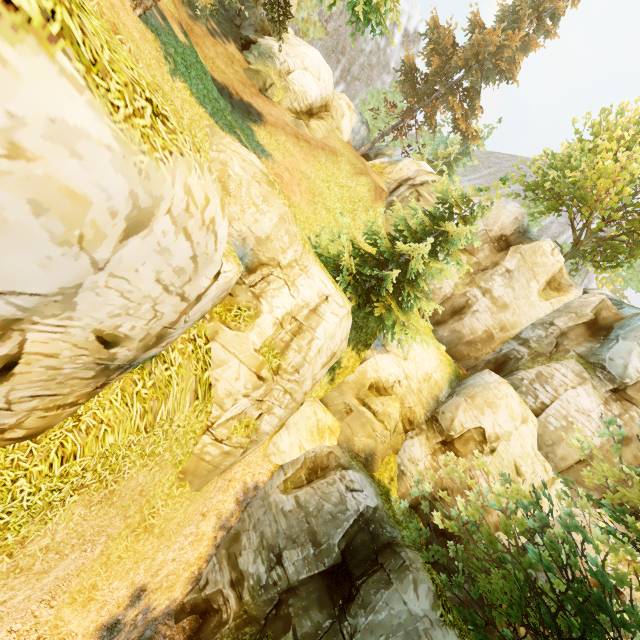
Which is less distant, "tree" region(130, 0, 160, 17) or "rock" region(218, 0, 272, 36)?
"tree" region(130, 0, 160, 17)

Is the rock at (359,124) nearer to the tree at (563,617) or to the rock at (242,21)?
the tree at (563,617)

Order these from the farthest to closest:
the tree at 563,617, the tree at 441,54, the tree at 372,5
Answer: the tree at 441,54
the tree at 372,5
the tree at 563,617

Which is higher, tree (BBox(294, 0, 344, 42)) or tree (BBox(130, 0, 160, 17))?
tree (BBox(294, 0, 344, 42))

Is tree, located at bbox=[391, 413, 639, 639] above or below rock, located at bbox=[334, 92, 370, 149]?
below

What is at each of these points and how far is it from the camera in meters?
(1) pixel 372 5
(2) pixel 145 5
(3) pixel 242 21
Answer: (1) tree, 8.5 m
(2) tree, 7.7 m
(3) rock, 19.4 m

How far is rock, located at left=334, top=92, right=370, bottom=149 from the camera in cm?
2745

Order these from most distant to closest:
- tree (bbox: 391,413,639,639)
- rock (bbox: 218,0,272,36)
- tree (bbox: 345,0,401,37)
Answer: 1. rock (bbox: 218,0,272,36)
2. tree (bbox: 345,0,401,37)
3. tree (bbox: 391,413,639,639)
